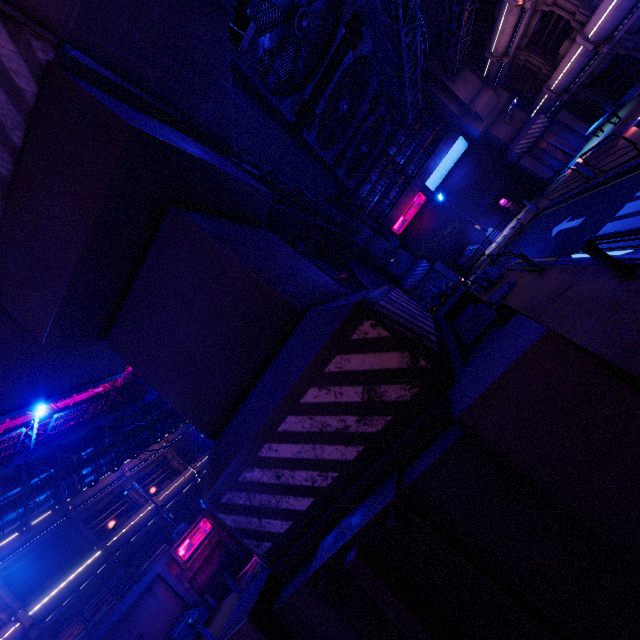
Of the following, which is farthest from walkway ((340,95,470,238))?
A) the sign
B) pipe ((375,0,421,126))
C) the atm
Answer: the sign

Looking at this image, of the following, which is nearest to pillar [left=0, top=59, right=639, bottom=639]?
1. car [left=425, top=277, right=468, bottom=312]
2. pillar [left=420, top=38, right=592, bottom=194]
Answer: car [left=425, top=277, right=468, bottom=312]

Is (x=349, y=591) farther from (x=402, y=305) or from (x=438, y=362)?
(x=402, y=305)

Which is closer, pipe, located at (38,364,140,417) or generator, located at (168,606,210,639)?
generator, located at (168,606,210,639)

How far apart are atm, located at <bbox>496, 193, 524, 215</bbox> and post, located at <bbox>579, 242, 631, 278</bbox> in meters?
23.3

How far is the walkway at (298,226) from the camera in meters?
17.6

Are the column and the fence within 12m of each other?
no

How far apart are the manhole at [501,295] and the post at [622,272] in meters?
6.3 m
